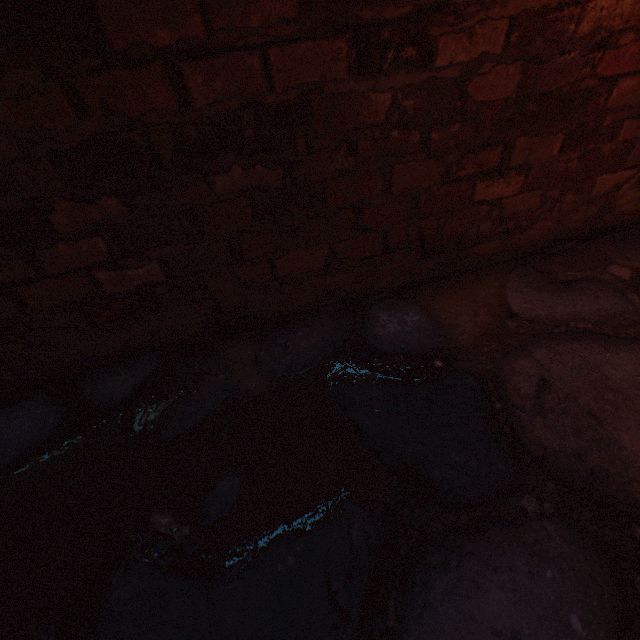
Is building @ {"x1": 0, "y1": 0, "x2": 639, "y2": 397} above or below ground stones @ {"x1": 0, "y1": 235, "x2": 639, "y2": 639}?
above

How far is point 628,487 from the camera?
0.9 meters

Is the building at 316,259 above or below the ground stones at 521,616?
above
